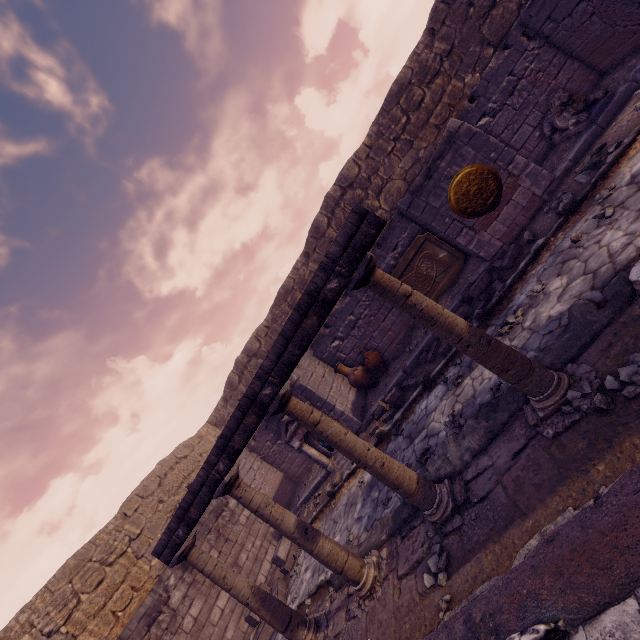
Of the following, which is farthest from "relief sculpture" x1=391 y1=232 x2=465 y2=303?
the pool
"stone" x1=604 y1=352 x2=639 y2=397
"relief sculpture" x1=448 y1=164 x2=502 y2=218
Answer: the pool

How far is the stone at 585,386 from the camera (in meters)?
2.94

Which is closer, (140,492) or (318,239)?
(140,492)

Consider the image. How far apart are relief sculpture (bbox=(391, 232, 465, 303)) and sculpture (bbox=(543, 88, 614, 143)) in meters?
3.1

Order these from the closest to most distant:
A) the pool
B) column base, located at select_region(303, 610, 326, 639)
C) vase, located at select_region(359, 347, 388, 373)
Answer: the pool → column base, located at select_region(303, 610, 326, 639) → vase, located at select_region(359, 347, 388, 373)

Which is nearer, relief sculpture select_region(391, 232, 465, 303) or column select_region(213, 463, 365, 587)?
column select_region(213, 463, 365, 587)

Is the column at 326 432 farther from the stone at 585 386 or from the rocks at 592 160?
the rocks at 592 160

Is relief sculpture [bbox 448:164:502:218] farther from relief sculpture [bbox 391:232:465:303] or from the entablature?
the entablature
